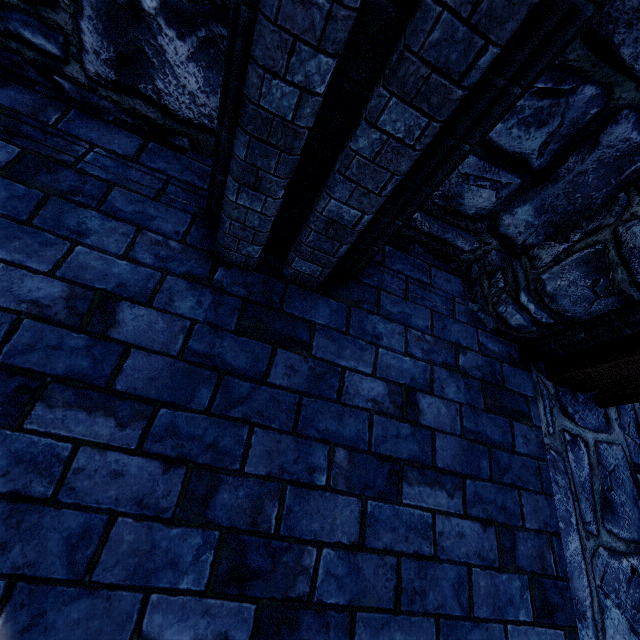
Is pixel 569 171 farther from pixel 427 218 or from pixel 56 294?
pixel 56 294

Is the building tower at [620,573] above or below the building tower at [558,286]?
below

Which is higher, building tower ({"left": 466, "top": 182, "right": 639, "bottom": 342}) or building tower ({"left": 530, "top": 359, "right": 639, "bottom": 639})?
building tower ({"left": 466, "top": 182, "right": 639, "bottom": 342})
